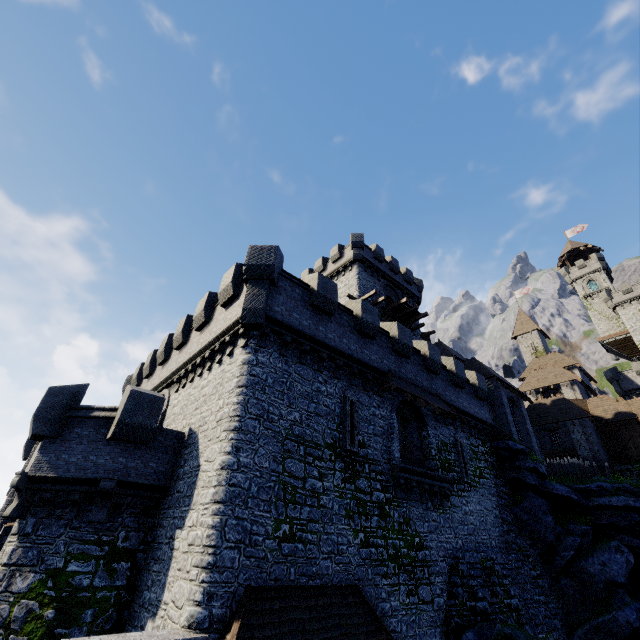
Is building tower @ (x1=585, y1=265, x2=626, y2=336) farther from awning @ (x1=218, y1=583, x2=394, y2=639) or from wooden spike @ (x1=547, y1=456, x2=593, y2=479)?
awning @ (x1=218, y1=583, x2=394, y2=639)

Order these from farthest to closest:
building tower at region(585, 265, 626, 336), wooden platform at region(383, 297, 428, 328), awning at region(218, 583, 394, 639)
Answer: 1. building tower at region(585, 265, 626, 336)
2. wooden platform at region(383, 297, 428, 328)
3. awning at region(218, 583, 394, 639)

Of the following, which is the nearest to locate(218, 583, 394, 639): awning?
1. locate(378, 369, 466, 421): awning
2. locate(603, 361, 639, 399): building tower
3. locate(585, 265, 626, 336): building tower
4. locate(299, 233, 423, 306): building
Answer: locate(378, 369, 466, 421): awning

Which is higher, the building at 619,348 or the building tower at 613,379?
the building at 619,348

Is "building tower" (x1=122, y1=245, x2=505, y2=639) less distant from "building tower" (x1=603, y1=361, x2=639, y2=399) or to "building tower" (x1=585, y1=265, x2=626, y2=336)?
"building tower" (x1=603, y1=361, x2=639, y2=399)

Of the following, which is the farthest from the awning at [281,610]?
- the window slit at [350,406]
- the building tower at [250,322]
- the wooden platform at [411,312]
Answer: the wooden platform at [411,312]

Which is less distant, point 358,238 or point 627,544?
point 627,544

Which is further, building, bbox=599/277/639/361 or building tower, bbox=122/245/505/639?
building, bbox=599/277/639/361
